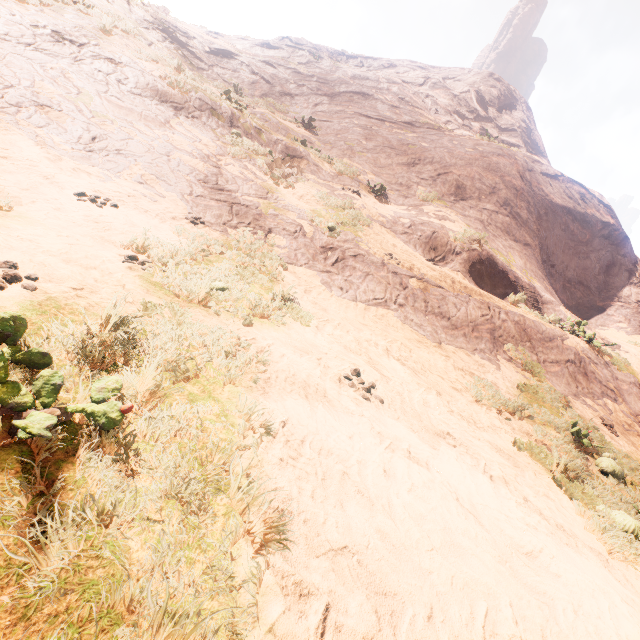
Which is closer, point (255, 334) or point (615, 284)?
point (255, 334)
